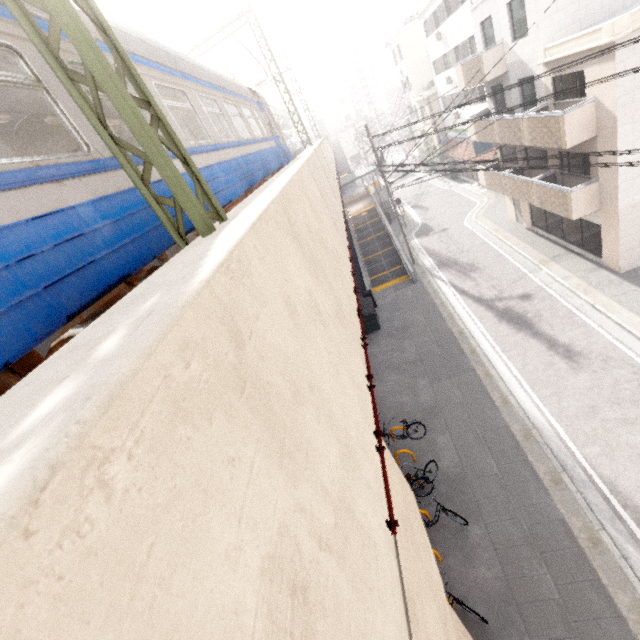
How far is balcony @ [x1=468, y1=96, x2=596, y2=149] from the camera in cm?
1184

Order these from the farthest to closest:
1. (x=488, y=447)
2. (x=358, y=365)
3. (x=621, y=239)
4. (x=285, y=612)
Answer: (x=621, y=239)
(x=488, y=447)
(x=358, y=365)
(x=285, y=612)

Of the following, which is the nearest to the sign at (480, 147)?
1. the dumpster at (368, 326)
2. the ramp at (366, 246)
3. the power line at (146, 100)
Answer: the ramp at (366, 246)

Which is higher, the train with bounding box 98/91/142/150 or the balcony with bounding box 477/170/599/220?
the train with bounding box 98/91/142/150

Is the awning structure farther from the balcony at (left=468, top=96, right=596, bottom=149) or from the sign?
the sign

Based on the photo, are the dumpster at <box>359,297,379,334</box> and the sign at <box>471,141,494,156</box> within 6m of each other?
no

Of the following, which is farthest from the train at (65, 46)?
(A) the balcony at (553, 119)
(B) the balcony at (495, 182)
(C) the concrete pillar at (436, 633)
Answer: (B) the balcony at (495, 182)

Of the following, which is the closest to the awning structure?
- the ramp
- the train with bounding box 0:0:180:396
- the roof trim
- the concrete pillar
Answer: the train with bounding box 0:0:180:396
